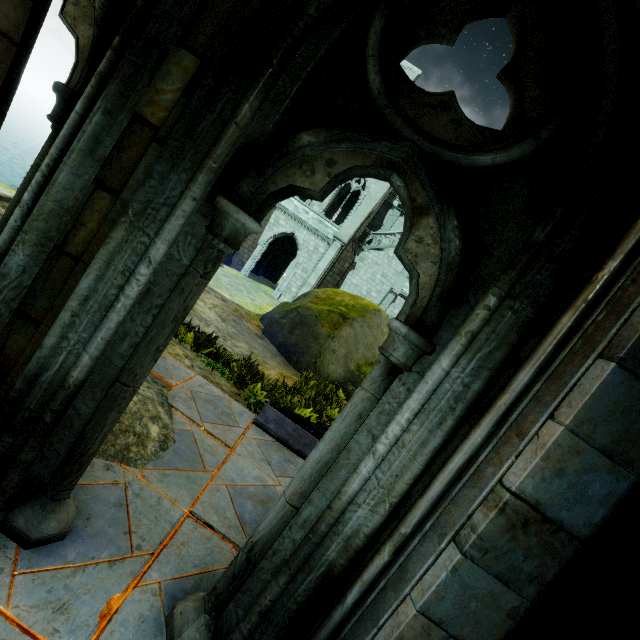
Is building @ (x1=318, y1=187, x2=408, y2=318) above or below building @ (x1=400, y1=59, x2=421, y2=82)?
below

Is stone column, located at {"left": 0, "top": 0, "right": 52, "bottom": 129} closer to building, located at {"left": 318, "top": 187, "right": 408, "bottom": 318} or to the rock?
building, located at {"left": 318, "top": 187, "right": 408, "bottom": 318}

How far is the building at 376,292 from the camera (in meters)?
24.38

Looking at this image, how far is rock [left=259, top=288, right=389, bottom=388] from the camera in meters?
10.5

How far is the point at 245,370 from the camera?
6.09m

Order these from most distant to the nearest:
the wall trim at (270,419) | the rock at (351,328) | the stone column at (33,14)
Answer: the rock at (351,328)
the wall trim at (270,419)
the stone column at (33,14)

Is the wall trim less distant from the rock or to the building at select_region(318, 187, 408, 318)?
the building at select_region(318, 187, 408, 318)
